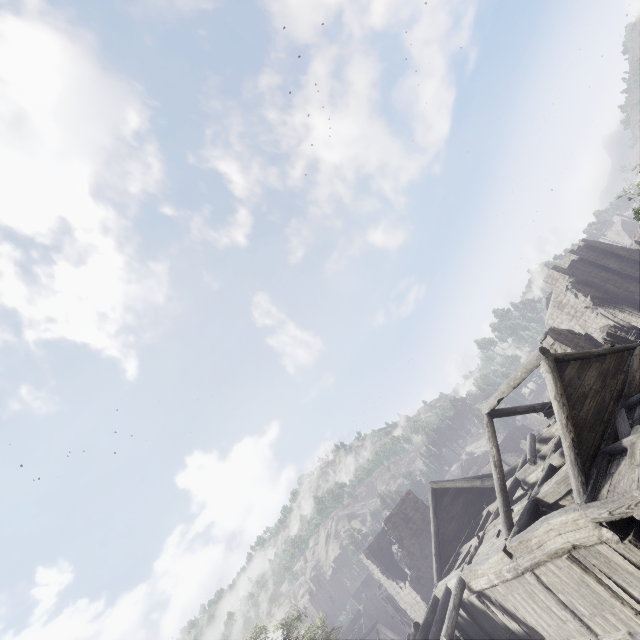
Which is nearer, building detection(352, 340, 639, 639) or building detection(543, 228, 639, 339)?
building detection(352, 340, 639, 639)

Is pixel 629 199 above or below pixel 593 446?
above

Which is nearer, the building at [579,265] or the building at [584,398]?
the building at [584,398]
